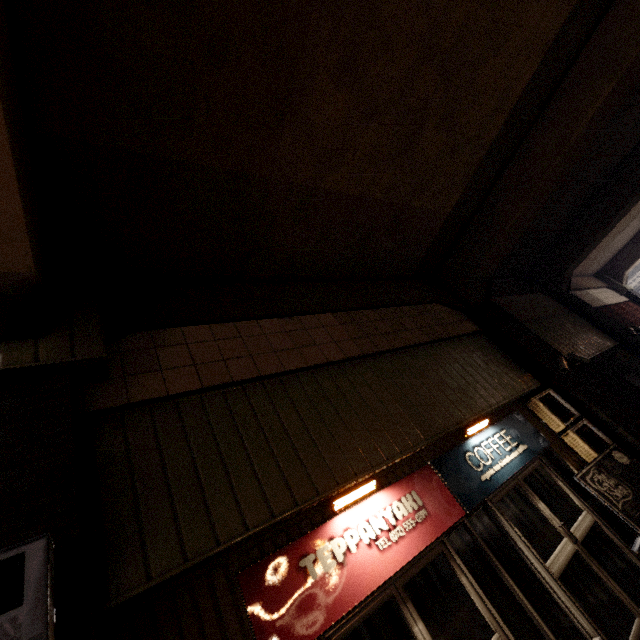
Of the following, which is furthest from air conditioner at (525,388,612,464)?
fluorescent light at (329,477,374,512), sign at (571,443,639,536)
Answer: fluorescent light at (329,477,374,512)

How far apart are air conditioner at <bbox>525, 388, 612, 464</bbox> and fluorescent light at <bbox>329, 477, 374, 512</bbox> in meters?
4.5

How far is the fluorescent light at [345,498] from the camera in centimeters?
375cm

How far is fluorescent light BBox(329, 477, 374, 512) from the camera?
3.8 meters

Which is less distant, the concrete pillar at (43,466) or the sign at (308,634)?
the concrete pillar at (43,466)

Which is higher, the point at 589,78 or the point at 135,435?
the point at 589,78

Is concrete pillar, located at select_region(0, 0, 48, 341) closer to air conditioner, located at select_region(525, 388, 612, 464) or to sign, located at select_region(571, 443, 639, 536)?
air conditioner, located at select_region(525, 388, 612, 464)

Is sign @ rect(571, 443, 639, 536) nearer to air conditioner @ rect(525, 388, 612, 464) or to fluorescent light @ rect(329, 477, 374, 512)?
air conditioner @ rect(525, 388, 612, 464)
